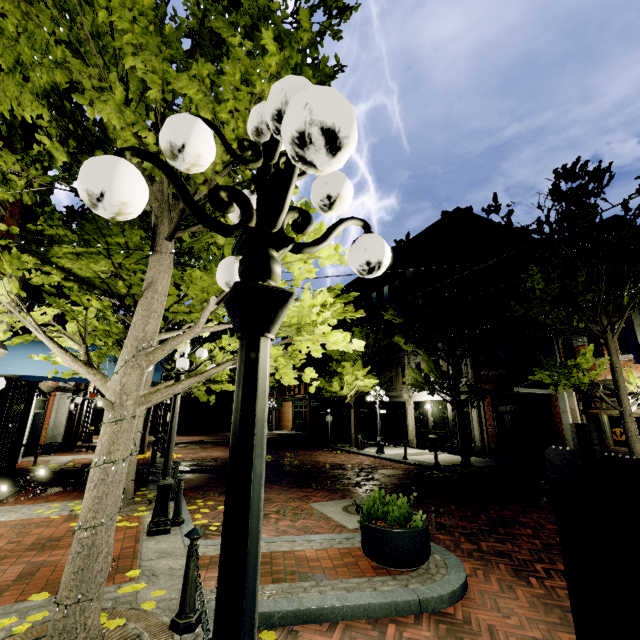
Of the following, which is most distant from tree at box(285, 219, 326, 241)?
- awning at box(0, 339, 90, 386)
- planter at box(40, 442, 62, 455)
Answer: planter at box(40, 442, 62, 455)

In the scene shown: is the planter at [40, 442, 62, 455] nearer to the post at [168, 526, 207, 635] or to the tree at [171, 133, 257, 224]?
the tree at [171, 133, 257, 224]

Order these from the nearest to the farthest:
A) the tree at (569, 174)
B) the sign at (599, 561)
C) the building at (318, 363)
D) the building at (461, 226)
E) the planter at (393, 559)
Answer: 1. the sign at (599, 561)
2. the planter at (393, 559)
3. the tree at (569, 174)
4. the building at (461, 226)
5. the building at (318, 363)

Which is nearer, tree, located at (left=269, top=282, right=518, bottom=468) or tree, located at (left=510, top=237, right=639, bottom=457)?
tree, located at (left=269, top=282, right=518, bottom=468)

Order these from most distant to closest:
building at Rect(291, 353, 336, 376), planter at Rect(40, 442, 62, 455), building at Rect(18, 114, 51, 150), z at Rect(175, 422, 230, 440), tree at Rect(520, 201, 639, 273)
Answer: building at Rect(291, 353, 336, 376) → z at Rect(175, 422, 230, 440) → planter at Rect(40, 442, 62, 455) → tree at Rect(520, 201, 639, 273) → building at Rect(18, 114, 51, 150)

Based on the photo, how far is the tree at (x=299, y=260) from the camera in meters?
3.3

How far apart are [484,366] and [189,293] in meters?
16.8

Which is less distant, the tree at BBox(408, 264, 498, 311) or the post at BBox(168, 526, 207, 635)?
the post at BBox(168, 526, 207, 635)
